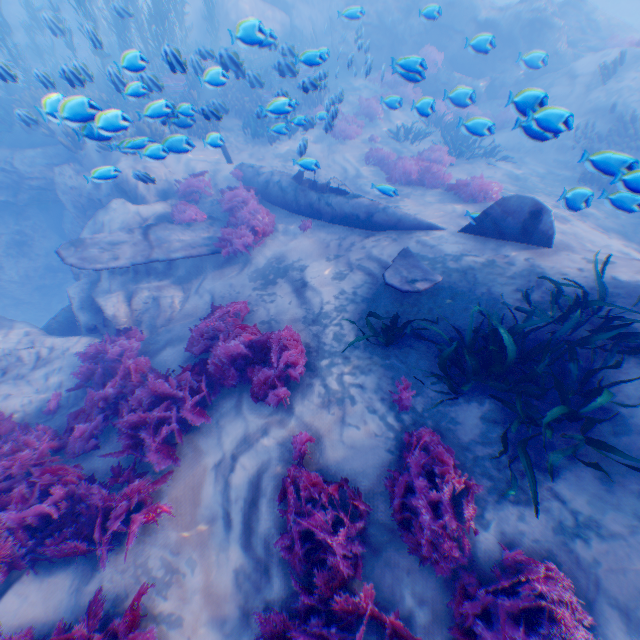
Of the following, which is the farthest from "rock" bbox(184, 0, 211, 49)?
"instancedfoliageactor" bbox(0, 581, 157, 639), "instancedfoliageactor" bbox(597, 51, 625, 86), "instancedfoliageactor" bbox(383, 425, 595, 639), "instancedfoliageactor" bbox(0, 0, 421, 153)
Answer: "instancedfoliageactor" bbox(597, 51, 625, 86)

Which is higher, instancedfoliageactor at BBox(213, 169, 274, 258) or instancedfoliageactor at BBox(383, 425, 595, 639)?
instancedfoliageactor at BBox(383, 425, 595, 639)

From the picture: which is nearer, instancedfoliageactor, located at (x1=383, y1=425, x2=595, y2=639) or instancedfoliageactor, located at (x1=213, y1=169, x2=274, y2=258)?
instancedfoliageactor, located at (x1=383, y1=425, x2=595, y2=639)

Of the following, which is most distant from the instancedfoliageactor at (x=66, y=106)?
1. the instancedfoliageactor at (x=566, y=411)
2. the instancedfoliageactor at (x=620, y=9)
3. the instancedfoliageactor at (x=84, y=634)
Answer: the instancedfoliageactor at (x=620, y=9)

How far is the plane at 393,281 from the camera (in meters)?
6.00

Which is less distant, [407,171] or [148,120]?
[148,120]

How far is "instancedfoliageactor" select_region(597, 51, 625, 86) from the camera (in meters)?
12.11

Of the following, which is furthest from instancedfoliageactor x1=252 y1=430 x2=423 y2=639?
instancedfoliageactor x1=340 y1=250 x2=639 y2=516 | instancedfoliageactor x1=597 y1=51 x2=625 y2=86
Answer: instancedfoliageactor x1=597 y1=51 x2=625 y2=86
